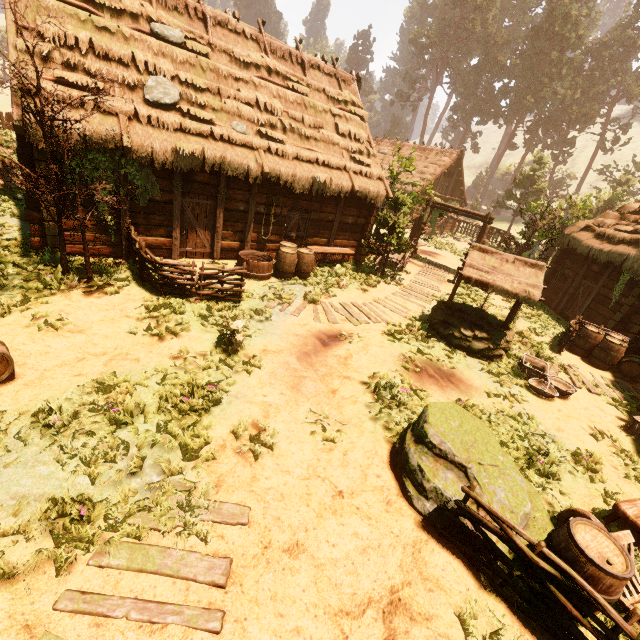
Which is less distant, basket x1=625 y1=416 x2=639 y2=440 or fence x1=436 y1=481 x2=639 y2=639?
fence x1=436 y1=481 x2=639 y2=639

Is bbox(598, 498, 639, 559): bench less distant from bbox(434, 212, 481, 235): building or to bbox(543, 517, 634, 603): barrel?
bbox(434, 212, 481, 235): building

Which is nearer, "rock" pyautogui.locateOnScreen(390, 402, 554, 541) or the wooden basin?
"rock" pyautogui.locateOnScreen(390, 402, 554, 541)

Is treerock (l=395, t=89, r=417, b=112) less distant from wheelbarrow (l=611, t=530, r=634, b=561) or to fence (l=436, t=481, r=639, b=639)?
fence (l=436, t=481, r=639, b=639)

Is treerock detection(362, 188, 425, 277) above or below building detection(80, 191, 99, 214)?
above

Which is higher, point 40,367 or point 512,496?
point 512,496

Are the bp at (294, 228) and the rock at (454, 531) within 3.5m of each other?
no

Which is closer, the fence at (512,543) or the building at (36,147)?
the fence at (512,543)
